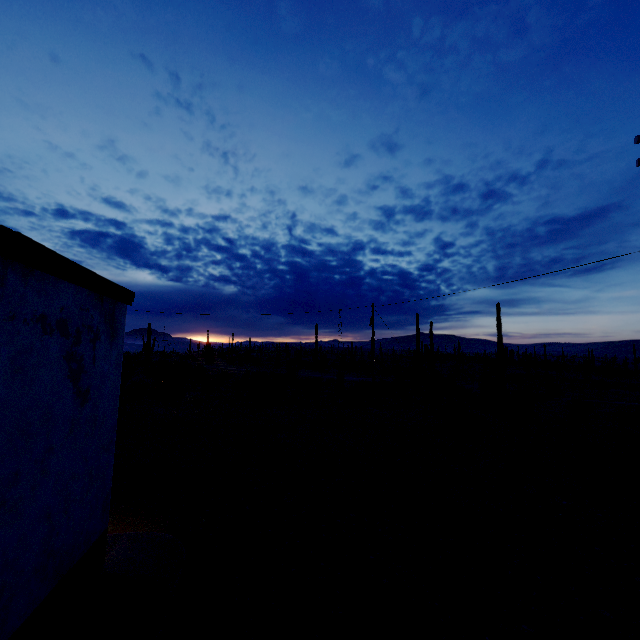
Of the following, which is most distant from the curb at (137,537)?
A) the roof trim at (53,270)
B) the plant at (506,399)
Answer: the plant at (506,399)

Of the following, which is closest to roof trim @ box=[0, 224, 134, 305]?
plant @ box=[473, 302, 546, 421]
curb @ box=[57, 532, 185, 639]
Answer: curb @ box=[57, 532, 185, 639]

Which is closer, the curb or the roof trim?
the roof trim

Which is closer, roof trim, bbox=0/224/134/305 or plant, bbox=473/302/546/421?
roof trim, bbox=0/224/134/305

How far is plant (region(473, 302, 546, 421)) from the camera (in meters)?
22.16

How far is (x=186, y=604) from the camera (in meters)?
5.04

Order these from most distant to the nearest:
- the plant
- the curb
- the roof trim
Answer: the plant → the curb → the roof trim

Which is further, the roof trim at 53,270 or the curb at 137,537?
the curb at 137,537
